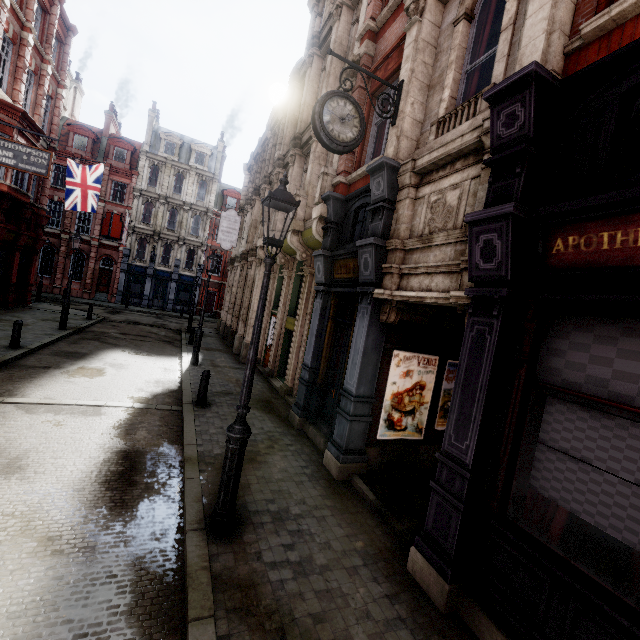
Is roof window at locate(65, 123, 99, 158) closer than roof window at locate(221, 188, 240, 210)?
Yes

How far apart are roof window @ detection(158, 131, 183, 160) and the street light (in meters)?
38.83

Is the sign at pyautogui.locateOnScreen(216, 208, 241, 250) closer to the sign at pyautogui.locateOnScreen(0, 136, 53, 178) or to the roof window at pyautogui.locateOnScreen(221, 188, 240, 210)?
the sign at pyautogui.locateOnScreen(0, 136, 53, 178)

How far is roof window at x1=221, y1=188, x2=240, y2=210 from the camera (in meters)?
38.59

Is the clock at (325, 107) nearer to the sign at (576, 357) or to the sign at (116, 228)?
the sign at (576, 357)

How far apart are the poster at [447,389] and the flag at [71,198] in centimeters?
2182cm

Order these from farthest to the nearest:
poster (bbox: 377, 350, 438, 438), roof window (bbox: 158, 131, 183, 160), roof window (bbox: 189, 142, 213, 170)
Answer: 1. roof window (bbox: 189, 142, 213, 170)
2. roof window (bbox: 158, 131, 183, 160)
3. poster (bbox: 377, 350, 438, 438)

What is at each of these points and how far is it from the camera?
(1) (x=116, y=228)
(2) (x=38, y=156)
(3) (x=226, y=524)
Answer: (1) sign, 33.3m
(2) sign, 12.8m
(3) street light, 4.3m
